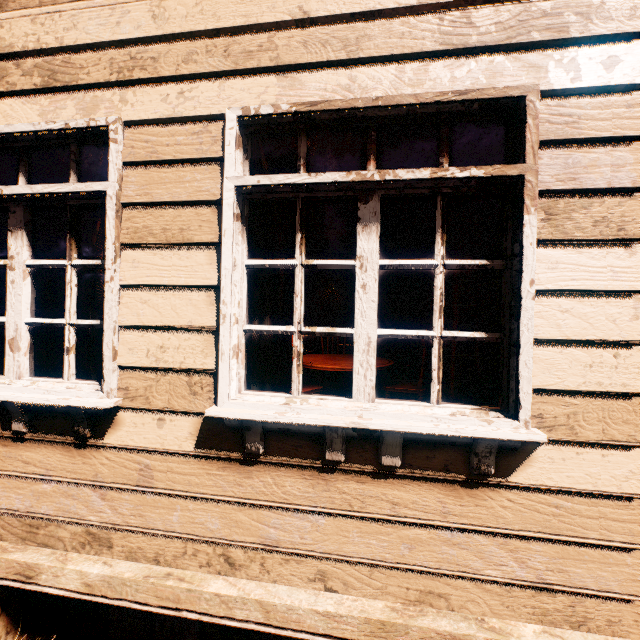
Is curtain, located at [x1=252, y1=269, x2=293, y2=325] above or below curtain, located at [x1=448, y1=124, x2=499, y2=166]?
below

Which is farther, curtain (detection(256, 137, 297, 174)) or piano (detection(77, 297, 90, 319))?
piano (detection(77, 297, 90, 319))

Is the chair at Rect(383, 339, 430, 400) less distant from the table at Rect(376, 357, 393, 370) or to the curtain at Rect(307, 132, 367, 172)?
the table at Rect(376, 357, 393, 370)

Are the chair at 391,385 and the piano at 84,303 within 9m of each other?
no

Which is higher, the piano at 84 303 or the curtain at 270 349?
the piano at 84 303

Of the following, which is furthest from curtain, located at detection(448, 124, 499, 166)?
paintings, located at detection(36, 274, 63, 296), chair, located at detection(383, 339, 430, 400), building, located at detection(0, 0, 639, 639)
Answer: paintings, located at detection(36, 274, 63, 296)

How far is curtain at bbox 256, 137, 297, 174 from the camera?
1.7 meters

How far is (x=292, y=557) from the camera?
1.6m
